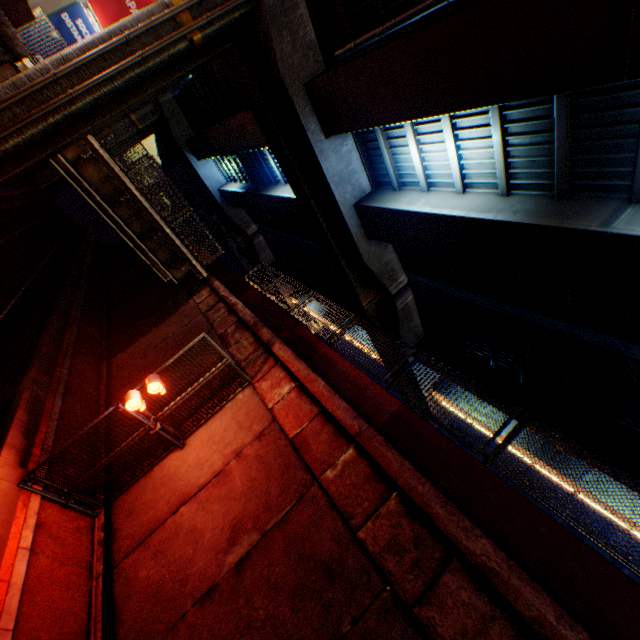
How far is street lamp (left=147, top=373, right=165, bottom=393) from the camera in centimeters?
732cm

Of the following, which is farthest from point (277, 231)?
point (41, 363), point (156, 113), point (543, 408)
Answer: point (543, 408)

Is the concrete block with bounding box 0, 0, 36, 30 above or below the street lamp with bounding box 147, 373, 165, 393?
above

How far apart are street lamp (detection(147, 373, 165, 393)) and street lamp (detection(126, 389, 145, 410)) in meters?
0.3

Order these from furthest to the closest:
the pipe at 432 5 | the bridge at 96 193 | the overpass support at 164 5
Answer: the bridge at 96 193
the overpass support at 164 5
the pipe at 432 5

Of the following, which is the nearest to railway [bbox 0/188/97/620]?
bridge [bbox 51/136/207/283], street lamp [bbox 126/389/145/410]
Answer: street lamp [bbox 126/389/145/410]

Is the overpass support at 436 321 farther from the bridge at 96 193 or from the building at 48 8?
the building at 48 8

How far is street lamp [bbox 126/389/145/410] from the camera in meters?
7.2 m
